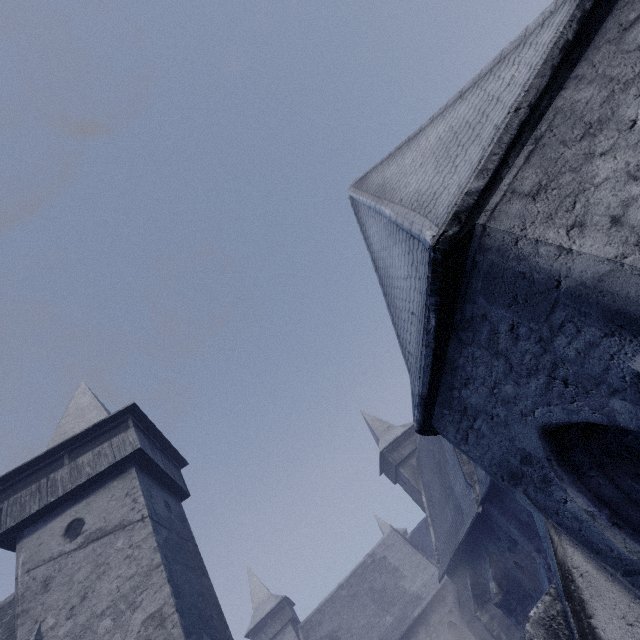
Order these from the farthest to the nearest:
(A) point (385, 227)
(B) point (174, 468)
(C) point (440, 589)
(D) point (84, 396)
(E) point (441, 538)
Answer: (C) point (440, 589) < (E) point (441, 538) < (D) point (84, 396) < (B) point (174, 468) < (A) point (385, 227)

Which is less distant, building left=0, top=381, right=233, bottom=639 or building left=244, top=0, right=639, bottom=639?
building left=244, top=0, right=639, bottom=639

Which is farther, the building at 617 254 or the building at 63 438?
the building at 63 438
